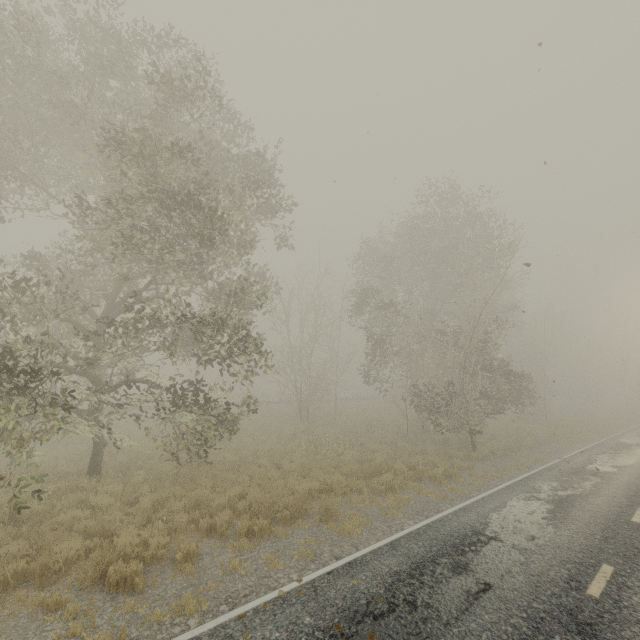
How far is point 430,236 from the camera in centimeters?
2150cm

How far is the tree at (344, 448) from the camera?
15.2m

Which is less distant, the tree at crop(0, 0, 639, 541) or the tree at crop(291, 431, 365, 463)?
the tree at crop(0, 0, 639, 541)

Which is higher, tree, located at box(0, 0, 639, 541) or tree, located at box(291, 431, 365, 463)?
tree, located at box(0, 0, 639, 541)

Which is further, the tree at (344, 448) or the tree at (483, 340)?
the tree at (344, 448)

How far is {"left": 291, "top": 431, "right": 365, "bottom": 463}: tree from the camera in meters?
15.2 m
